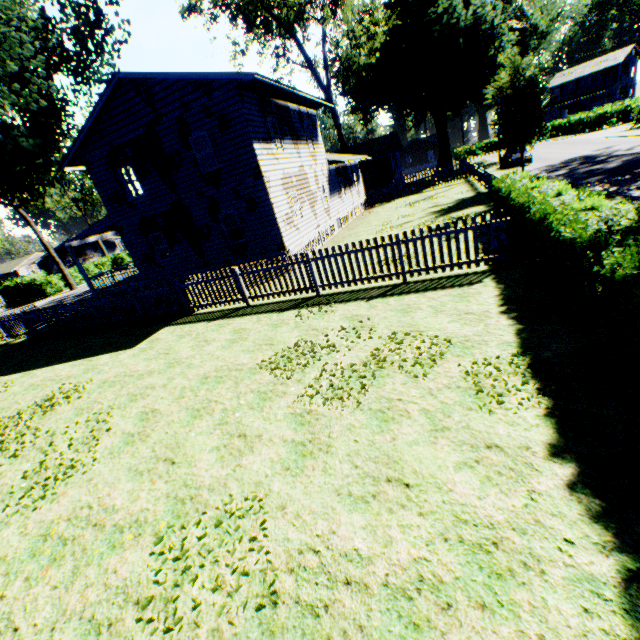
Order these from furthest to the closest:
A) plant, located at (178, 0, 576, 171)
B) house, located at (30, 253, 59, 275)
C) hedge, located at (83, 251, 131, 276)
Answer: house, located at (30, 253, 59, 275) → hedge, located at (83, 251, 131, 276) → plant, located at (178, 0, 576, 171)

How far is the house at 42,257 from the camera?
49.5m

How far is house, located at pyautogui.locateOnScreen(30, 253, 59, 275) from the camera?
49.5 meters

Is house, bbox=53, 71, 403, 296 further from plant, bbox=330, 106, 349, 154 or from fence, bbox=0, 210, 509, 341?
fence, bbox=0, 210, 509, 341

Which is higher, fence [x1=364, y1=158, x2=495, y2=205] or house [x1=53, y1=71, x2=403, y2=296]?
house [x1=53, y1=71, x2=403, y2=296]

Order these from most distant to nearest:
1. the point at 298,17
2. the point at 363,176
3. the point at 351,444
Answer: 1. the point at 363,176
2. the point at 298,17
3. the point at 351,444

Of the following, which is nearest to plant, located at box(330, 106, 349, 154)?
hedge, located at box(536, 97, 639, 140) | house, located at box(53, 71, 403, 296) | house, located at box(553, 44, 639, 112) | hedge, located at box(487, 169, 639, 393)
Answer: house, located at box(53, 71, 403, 296)

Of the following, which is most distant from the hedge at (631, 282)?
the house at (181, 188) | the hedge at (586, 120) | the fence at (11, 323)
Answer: the hedge at (586, 120)
